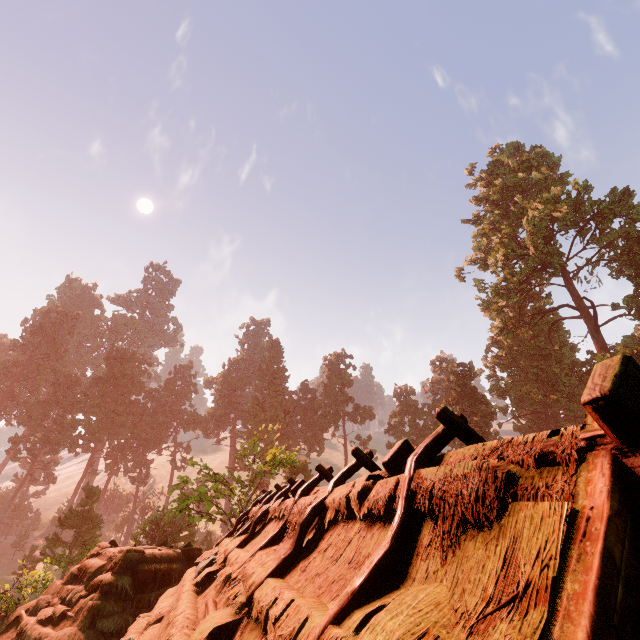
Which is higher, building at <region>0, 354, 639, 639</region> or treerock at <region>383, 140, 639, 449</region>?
treerock at <region>383, 140, 639, 449</region>

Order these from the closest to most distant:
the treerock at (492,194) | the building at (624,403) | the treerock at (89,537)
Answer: the building at (624,403) < the treerock at (89,537) < the treerock at (492,194)

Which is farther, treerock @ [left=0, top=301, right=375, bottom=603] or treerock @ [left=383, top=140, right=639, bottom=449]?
treerock @ [left=383, top=140, right=639, bottom=449]

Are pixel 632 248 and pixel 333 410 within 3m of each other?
no

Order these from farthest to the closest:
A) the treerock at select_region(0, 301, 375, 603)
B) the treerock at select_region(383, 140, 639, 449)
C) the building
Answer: the treerock at select_region(383, 140, 639, 449), the treerock at select_region(0, 301, 375, 603), the building

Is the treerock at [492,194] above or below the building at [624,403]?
above

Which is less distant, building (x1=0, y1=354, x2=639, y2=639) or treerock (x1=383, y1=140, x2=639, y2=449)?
building (x1=0, y1=354, x2=639, y2=639)
